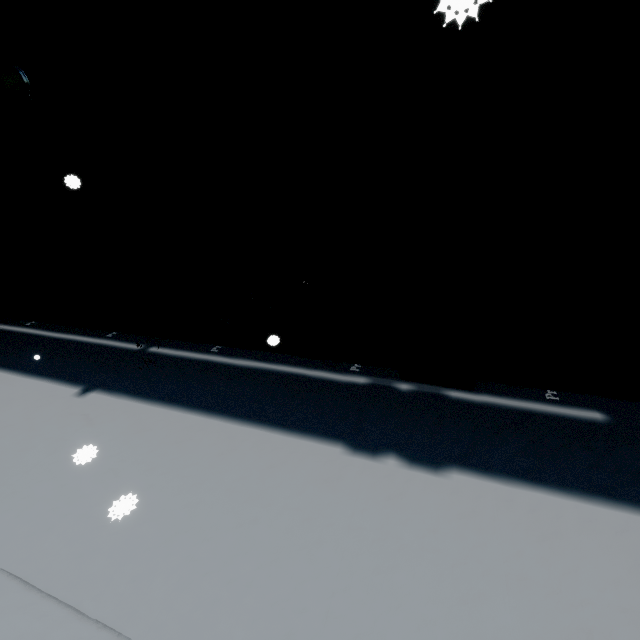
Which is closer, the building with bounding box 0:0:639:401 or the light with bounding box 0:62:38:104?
the building with bounding box 0:0:639:401

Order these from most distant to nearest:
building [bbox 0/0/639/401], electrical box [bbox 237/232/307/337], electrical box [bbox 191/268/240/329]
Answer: electrical box [bbox 191/268/240/329]
electrical box [bbox 237/232/307/337]
building [bbox 0/0/639/401]

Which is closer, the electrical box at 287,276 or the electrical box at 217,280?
the electrical box at 287,276

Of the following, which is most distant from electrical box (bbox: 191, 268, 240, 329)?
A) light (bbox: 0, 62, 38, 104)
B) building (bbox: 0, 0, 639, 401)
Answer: light (bbox: 0, 62, 38, 104)

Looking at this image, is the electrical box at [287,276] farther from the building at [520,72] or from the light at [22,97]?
the light at [22,97]

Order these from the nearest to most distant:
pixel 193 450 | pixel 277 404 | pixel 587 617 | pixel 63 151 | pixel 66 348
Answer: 1. pixel 587 617
2. pixel 193 450
3. pixel 277 404
4. pixel 63 151
5. pixel 66 348

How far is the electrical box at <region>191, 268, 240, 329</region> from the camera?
4.88m
